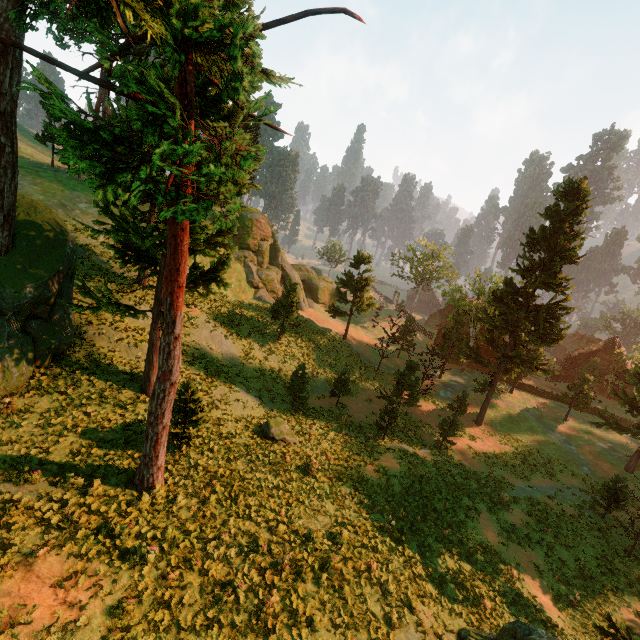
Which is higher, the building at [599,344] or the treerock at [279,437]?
the building at [599,344]

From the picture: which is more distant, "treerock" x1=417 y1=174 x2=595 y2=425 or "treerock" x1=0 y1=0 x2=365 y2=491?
"treerock" x1=417 y1=174 x2=595 y2=425

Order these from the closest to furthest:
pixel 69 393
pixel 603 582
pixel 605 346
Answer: pixel 69 393 < pixel 603 582 < pixel 605 346

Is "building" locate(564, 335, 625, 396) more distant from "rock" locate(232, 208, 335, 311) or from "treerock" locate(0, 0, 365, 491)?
"rock" locate(232, 208, 335, 311)

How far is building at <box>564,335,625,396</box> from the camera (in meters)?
48.44

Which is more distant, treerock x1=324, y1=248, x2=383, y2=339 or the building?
the building

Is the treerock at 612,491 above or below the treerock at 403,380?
below
